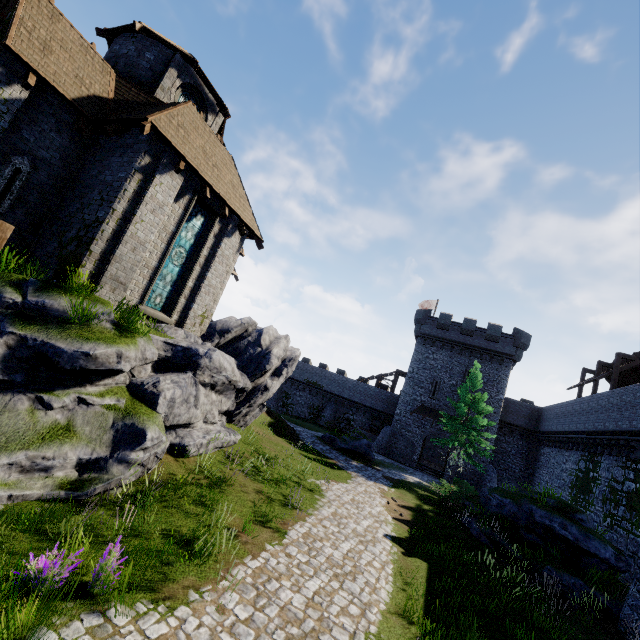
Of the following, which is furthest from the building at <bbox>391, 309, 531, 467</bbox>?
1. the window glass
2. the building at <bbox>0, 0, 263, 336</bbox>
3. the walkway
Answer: the walkway

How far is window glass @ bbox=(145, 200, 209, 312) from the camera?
12.3m

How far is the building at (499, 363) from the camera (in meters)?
33.31

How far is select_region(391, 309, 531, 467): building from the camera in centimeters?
3331cm

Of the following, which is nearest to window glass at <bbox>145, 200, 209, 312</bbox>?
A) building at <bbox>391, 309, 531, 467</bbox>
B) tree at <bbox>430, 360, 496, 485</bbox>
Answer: tree at <bbox>430, 360, 496, 485</bbox>

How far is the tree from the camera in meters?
24.8

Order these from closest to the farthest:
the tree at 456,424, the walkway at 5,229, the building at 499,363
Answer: the walkway at 5,229
the tree at 456,424
the building at 499,363

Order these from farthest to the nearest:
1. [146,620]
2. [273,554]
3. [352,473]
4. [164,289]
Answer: [352,473], [164,289], [273,554], [146,620]
